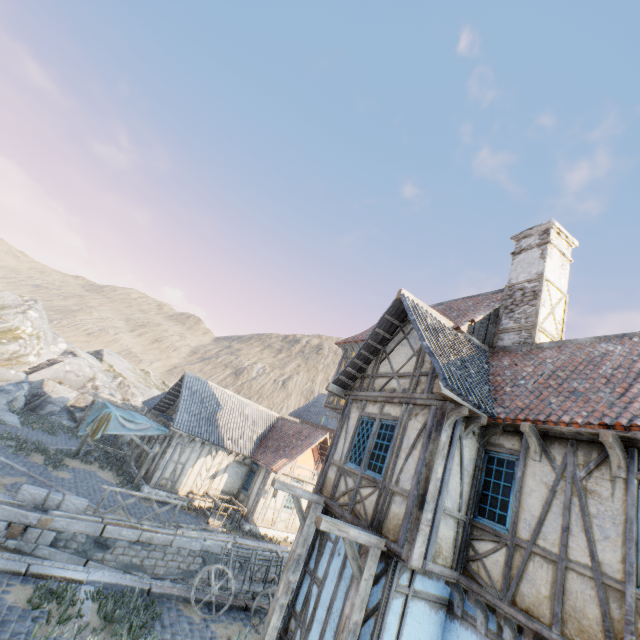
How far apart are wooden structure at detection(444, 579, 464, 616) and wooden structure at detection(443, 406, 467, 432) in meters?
2.8 m

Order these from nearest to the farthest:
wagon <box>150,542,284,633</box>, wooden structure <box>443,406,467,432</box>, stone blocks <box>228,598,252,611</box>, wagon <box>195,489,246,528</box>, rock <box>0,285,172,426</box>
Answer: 1. wooden structure <box>443,406,467,432</box>
2. wagon <box>150,542,284,633</box>
3. stone blocks <box>228,598,252,611</box>
4. wagon <box>195,489,246,528</box>
5. rock <box>0,285,172,426</box>

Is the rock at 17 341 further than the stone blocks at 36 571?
Yes

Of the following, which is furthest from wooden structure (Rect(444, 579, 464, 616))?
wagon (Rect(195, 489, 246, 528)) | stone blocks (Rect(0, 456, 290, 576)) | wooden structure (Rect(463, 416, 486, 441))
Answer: wagon (Rect(195, 489, 246, 528))

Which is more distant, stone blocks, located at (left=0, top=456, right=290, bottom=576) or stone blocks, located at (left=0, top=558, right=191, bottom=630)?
stone blocks, located at (left=0, top=456, right=290, bottom=576)

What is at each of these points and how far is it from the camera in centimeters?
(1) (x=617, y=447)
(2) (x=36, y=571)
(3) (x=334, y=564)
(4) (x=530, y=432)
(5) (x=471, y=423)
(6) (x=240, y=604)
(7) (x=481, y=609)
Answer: (1) wooden structure, 471cm
(2) stone blocks, 775cm
(3) building, 737cm
(4) wooden structure, 575cm
(5) wooden structure, 658cm
(6) stone blocks, 997cm
(7) wooden structure, 570cm

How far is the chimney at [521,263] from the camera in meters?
9.7 m

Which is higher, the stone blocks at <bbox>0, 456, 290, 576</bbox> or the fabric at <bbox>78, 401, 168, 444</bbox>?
the fabric at <bbox>78, 401, 168, 444</bbox>
